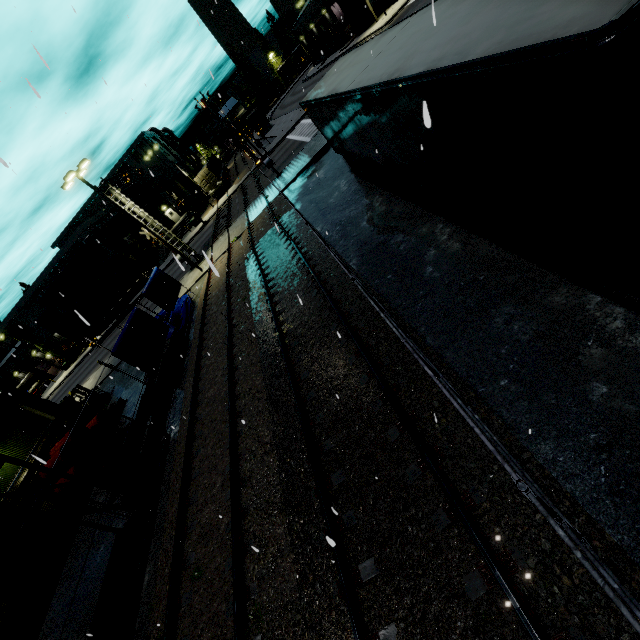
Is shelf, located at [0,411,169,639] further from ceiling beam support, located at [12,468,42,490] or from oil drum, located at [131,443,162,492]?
ceiling beam support, located at [12,468,42,490]

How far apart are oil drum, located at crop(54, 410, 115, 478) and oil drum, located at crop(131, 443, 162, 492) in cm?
134

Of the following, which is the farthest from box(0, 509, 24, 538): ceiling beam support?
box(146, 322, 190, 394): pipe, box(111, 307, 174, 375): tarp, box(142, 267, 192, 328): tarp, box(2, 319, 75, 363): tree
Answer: box(2, 319, 75, 363): tree

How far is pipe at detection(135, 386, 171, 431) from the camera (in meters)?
13.59

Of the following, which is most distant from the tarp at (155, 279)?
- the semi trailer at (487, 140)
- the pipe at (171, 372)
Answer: the semi trailer at (487, 140)

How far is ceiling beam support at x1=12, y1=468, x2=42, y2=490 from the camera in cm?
1390

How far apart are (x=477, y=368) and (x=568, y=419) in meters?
1.6

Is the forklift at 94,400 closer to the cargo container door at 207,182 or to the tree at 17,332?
the tree at 17,332
